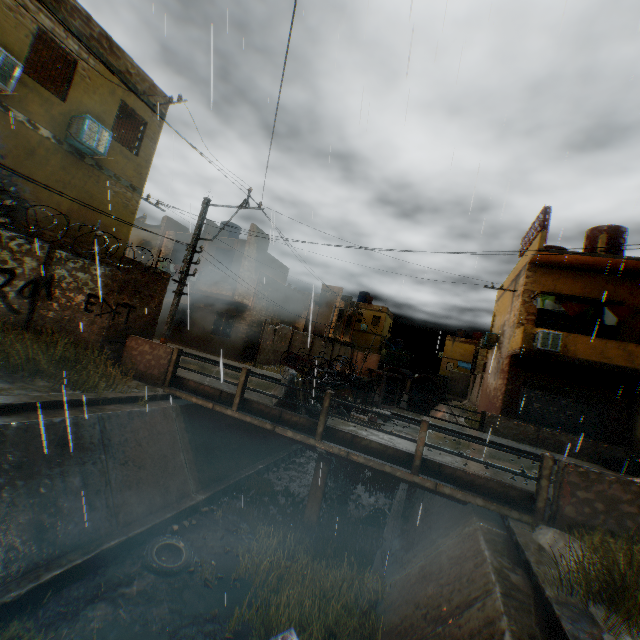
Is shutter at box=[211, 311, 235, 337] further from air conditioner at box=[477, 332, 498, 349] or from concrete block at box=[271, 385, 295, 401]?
air conditioner at box=[477, 332, 498, 349]

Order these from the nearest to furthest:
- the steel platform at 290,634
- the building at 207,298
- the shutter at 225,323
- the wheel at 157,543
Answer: the steel platform at 290,634
the wheel at 157,543
the building at 207,298
the shutter at 225,323

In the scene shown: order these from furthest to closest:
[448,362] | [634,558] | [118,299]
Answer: [448,362]
[118,299]
[634,558]

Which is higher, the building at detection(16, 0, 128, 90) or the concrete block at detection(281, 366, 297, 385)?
the building at detection(16, 0, 128, 90)

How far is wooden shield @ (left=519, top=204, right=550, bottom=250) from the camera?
15.1m

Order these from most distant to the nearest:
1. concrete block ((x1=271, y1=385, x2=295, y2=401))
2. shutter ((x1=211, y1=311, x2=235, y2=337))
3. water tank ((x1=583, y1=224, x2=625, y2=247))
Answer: shutter ((x1=211, y1=311, x2=235, y2=337)), water tank ((x1=583, y1=224, x2=625, y2=247)), concrete block ((x1=271, y1=385, x2=295, y2=401))

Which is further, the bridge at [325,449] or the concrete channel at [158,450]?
the bridge at [325,449]
